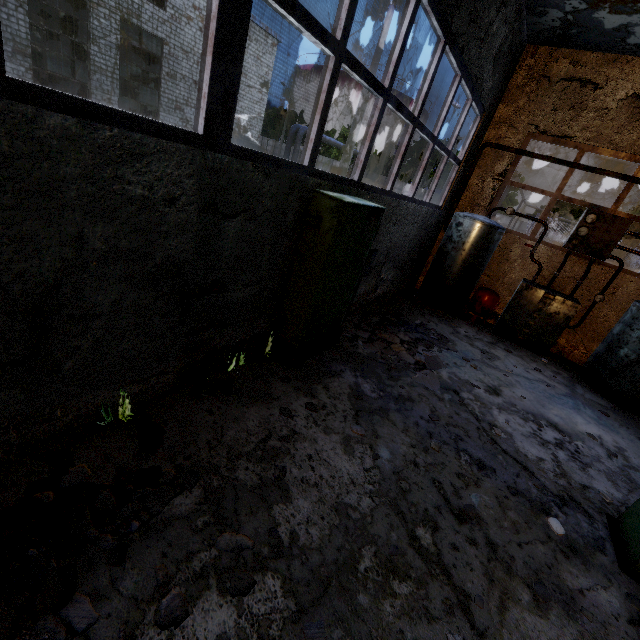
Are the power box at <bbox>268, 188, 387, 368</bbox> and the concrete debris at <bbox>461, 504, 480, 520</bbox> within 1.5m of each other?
no

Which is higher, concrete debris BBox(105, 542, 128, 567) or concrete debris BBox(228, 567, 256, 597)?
concrete debris BBox(105, 542, 128, 567)

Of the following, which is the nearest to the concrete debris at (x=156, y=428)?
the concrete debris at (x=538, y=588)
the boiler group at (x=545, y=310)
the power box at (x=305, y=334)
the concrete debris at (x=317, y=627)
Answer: the concrete debris at (x=317, y=627)

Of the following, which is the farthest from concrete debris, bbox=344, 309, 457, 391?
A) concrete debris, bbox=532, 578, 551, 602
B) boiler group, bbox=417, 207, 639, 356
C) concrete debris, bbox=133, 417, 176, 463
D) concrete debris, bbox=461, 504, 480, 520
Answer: concrete debris, bbox=133, 417, 176, 463

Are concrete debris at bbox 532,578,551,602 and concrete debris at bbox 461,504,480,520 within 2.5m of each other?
yes

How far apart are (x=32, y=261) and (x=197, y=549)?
2.33m

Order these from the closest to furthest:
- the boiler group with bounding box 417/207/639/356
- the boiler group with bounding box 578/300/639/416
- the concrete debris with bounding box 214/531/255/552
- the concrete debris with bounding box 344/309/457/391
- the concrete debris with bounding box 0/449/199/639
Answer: the concrete debris with bounding box 0/449/199/639 → the concrete debris with bounding box 214/531/255/552 → the concrete debris with bounding box 344/309/457/391 → the boiler group with bounding box 578/300/639/416 → the boiler group with bounding box 417/207/639/356

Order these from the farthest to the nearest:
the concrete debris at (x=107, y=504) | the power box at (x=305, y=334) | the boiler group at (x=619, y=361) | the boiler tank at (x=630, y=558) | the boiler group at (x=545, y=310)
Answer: the boiler group at (x=545, y=310)
the boiler group at (x=619, y=361)
the power box at (x=305, y=334)
the boiler tank at (x=630, y=558)
the concrete debris at (x=107, y=504)
